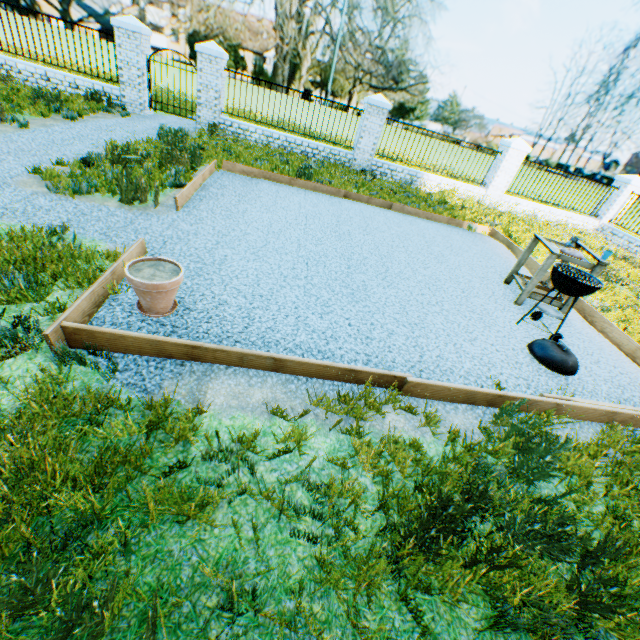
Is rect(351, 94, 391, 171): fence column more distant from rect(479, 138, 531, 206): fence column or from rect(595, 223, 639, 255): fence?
rect(595, 223, 639, 255): fence

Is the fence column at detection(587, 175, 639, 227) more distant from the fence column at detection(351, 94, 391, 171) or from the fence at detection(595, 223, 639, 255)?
the fence column at detection(351, 94, 391, 171)

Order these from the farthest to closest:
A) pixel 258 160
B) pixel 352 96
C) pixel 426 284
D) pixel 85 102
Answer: pixel 352 96
pixel 85 102
pixel 258 160
pixel 426 284

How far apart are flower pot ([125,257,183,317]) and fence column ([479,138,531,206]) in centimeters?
1344cm

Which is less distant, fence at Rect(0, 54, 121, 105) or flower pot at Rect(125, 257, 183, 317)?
flower pot at Rect(125, 257, 183, 317)

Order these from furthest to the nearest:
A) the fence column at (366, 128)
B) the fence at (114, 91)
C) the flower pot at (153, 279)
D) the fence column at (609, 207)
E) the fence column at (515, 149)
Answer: the fence column at (609, 207)
the fence column at (515, 149)
the fence column at (366, 128)
the fence at (114, 91)
the flower pot at (153, 279)

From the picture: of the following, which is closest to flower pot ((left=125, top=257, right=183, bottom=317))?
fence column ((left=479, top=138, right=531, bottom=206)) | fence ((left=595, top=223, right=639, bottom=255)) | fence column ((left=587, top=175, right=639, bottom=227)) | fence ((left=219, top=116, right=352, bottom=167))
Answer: fence ((left=219, top=116, right=352, bottom=167))

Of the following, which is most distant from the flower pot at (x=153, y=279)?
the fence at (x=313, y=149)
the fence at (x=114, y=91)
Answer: the fence at (x=114, y=91)
